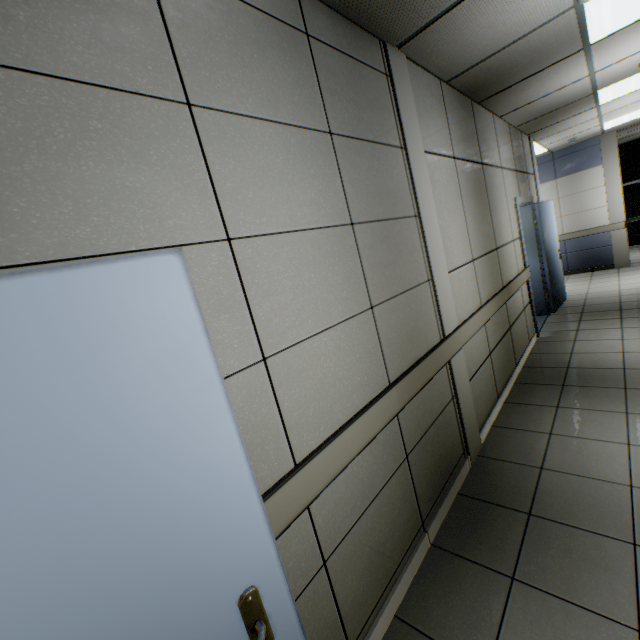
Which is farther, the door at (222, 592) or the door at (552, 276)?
the door at (552, 276)

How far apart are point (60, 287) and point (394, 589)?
2.1m

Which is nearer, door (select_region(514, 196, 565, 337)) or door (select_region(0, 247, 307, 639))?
door (select_region(0, 247, 307, 639))

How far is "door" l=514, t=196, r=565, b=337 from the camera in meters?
5.1

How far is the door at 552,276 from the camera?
5.05m
